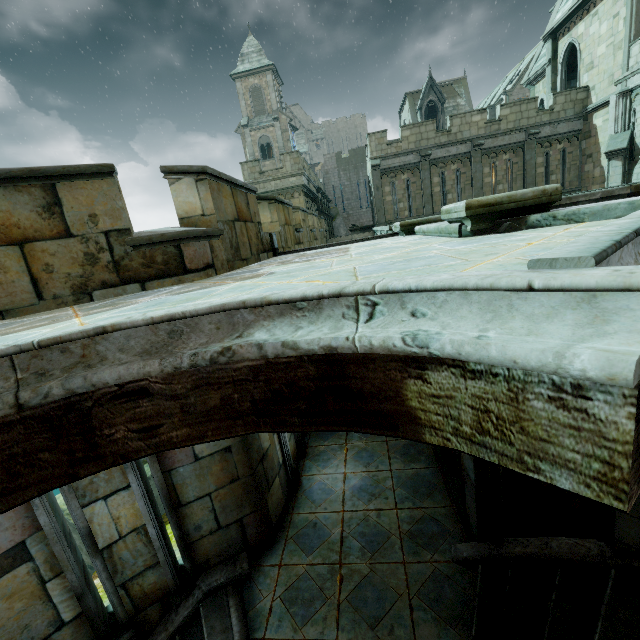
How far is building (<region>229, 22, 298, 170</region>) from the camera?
40.5m

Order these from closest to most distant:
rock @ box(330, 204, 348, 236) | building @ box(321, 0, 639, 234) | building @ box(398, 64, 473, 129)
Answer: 1. building @ box(321, 0, 639, 234)
2. building @ box(398, 64, 473, 129)
3. rock @ box(330, 204, 348, 236)

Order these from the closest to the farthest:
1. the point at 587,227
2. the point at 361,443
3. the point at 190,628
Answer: the point at 587,227 → the point at 190,628 → the point at 361,443

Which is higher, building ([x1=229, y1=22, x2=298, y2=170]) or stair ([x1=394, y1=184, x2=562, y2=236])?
building ([x1=229, y1=22, x2=298, y2=170])

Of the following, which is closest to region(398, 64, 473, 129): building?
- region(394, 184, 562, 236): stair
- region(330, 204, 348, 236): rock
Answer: region(330, 204, 348, 236): rock

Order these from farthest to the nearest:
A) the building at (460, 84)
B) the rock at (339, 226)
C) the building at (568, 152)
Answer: the rock at (339, 226)
the building at (460, 84)
the building at (568, 152)

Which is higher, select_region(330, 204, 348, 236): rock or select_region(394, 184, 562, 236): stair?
select_region(330, 204, 348, 236): rock

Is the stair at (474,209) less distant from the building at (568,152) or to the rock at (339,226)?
the building at (568,152)
